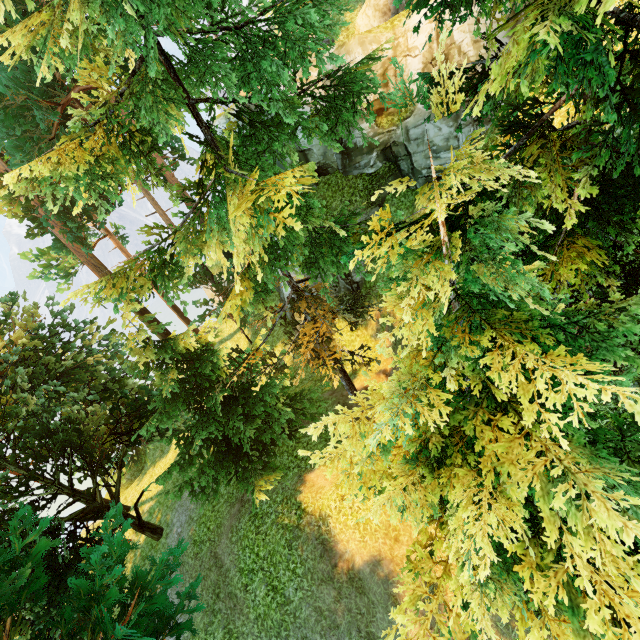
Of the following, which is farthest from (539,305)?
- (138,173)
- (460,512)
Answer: (138,173)

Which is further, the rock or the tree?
the rock

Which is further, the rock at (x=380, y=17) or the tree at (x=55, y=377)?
the rock at (x=380, y=17)
